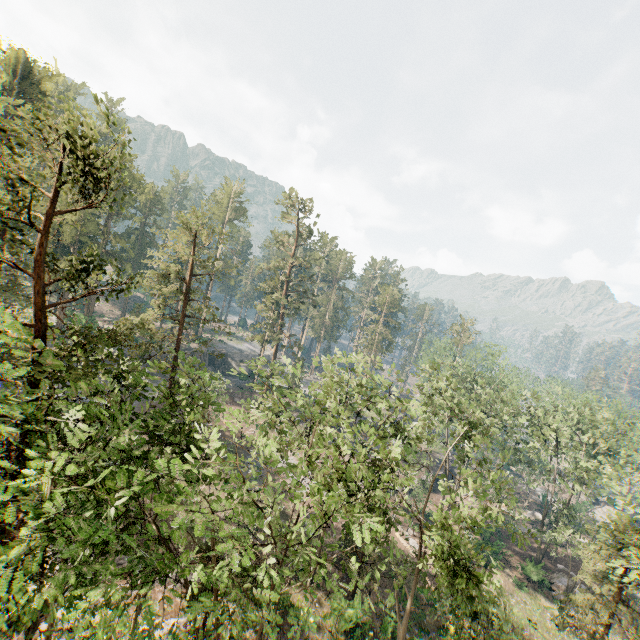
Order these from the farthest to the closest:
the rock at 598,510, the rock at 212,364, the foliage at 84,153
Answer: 1. the rock at 212,364
2. the rock at 598,510
3. the foliage at 84,153

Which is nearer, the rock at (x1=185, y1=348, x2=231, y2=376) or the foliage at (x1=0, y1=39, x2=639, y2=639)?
the foliage at (x1=0, y1=39, x2=639, y2=639)

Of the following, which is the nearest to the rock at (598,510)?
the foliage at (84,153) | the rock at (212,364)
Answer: the foliage at (84,153)

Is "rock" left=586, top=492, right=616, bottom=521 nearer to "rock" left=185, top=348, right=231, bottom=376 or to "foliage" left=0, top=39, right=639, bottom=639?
"foliage" left=0, top=39, right=639, bottom=639

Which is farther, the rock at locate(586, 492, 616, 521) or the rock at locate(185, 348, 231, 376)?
the rock at locate(185, 348, 231, 376)

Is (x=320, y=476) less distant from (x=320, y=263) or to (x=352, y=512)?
(x=352, y=512)
